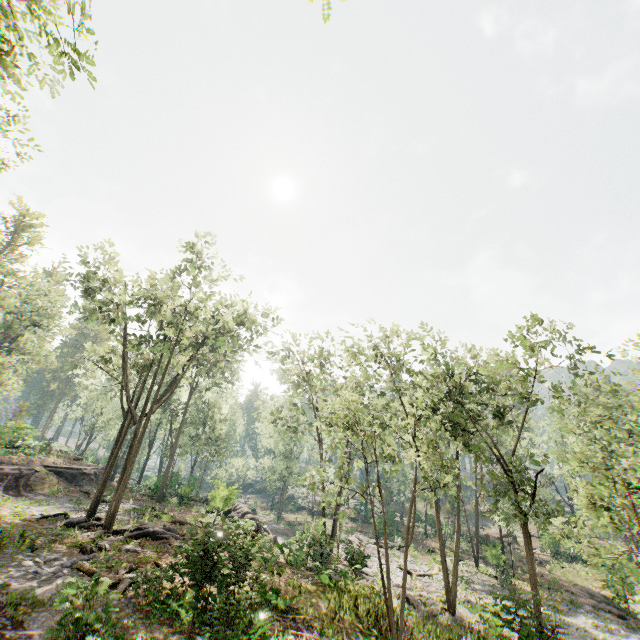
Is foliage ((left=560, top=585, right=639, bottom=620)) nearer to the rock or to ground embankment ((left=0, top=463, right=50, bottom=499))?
the rock

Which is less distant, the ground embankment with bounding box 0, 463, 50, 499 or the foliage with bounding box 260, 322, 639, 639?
the foliage with bounding box 260, 322, 639, 639

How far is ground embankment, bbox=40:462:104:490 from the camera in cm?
3152

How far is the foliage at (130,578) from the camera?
6.8m

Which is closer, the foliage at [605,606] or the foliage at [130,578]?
the foliage at [130,578]

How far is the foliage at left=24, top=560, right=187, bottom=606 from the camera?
6.80m

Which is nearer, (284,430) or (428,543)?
(284,430)

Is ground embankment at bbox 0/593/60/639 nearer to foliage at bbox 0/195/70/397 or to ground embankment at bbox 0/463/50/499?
ground embankment at bbox 0/463/50/499
